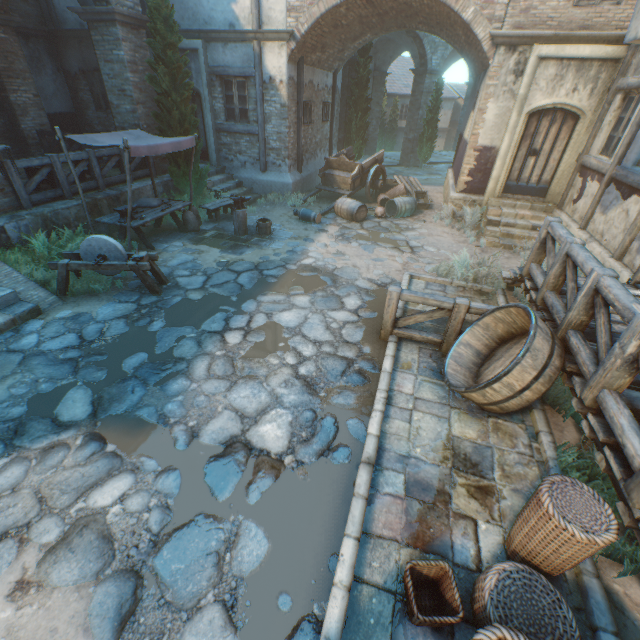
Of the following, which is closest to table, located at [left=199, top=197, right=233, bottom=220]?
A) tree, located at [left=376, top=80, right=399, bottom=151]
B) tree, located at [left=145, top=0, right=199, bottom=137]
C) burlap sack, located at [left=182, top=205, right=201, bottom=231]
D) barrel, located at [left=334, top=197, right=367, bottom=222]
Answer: burlap sack, located at [left=182, top=205, right=201, bottom=231]

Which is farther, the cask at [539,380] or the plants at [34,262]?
the plants at [34,262]

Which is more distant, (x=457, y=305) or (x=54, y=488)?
(x=457, y=305)

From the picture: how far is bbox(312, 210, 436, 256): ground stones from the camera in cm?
894

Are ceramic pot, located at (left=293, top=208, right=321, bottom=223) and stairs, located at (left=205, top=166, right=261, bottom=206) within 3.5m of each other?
yes

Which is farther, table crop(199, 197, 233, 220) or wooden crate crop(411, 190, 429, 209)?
wooden crate crop(411, 190, 429, 209)

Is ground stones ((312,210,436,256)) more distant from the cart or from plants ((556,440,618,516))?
plants ((556,440,618,516))

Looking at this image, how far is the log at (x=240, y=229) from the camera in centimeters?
880cm
